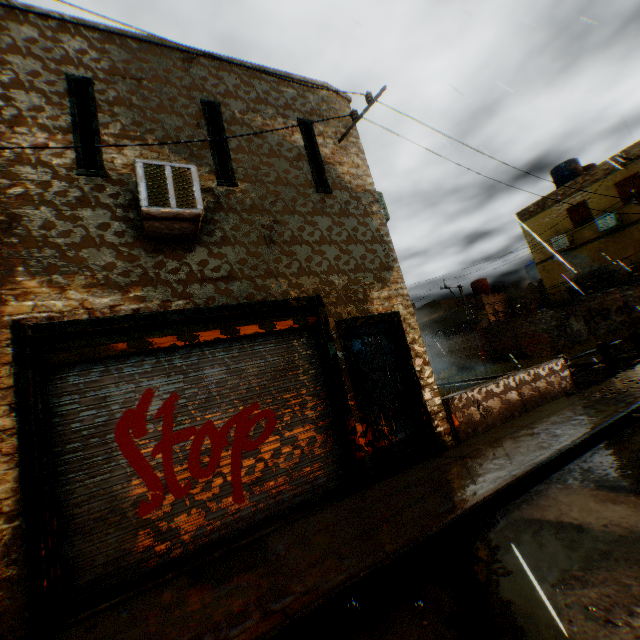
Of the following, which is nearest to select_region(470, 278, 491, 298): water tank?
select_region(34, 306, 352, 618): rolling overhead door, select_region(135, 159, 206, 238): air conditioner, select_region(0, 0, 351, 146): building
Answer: select_region(0, 0, 351, 146): building

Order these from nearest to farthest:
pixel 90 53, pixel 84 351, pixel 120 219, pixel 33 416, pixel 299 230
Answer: pixel 33 416 → pixel 84 351 → pixel 120 219 → pixel 90 53 → pixel 299 230

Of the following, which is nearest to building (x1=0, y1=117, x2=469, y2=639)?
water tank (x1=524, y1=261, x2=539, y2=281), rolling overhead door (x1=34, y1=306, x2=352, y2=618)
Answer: rolling overhead door (x1=34, y1=306, x2=352, y2=618)

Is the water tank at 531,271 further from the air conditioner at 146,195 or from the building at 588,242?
the air conditioner at 146,195

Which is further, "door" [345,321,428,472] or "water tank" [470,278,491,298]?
"water tank" [470,278,491,298]

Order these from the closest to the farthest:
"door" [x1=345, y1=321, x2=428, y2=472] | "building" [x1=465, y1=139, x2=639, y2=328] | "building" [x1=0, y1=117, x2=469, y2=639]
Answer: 1. "building" [x1=0, y1=117, x2=469, y2=639]
2. "door" [x1=345, y1=321, x2=428, y2=472]
3. "building" [x1=465, y1=139, x2=639, y2=328]

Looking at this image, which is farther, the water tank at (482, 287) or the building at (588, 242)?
the water tank at (482, 287)
